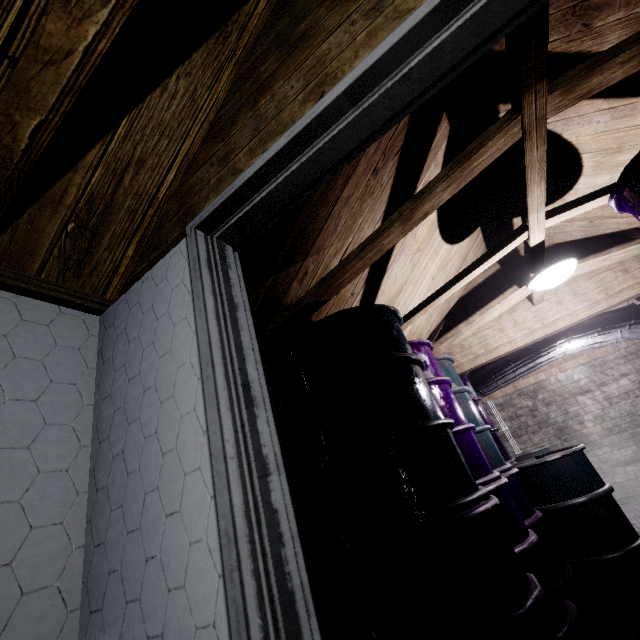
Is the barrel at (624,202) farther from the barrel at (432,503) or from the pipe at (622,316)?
the pipe at (622,316)

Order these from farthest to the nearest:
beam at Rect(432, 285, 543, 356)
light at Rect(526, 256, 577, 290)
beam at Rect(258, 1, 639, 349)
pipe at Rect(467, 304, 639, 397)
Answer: pipe at Rect(467, 304, 639, 397), beam at Rect(432, 285, 543, 356), light at Rect(526, 256, 577, 290), beam at Rect(258, 1, 639, 349)

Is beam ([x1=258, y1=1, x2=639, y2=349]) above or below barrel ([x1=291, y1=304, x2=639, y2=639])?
above

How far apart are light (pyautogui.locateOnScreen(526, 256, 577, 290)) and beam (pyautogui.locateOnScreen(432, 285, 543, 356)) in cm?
17

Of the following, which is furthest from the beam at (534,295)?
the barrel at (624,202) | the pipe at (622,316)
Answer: the pipe at (622,316)

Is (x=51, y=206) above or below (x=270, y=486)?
above

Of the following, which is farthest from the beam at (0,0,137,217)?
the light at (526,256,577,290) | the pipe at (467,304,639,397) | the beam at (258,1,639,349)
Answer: the pipe at (467,304,639,397)

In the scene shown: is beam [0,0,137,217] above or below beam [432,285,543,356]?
below
